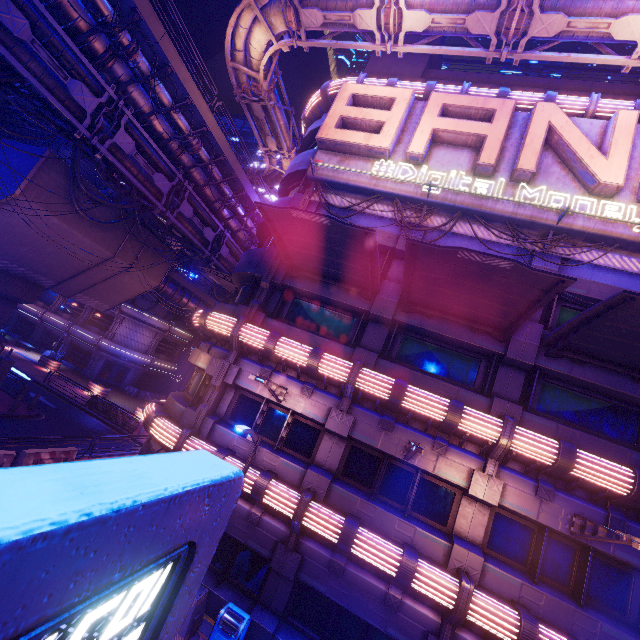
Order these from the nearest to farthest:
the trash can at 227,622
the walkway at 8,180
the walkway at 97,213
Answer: the trash can at 227,622
the walkway at 8,180
the walkway at 97,213

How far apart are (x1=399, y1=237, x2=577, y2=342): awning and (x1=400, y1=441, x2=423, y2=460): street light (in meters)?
4.52

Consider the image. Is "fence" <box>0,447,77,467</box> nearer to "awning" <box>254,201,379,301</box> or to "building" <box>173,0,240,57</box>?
"awning" <box>254,201,379,301</box>

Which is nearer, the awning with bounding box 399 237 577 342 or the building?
the awning with bounding box 399 237 577 342

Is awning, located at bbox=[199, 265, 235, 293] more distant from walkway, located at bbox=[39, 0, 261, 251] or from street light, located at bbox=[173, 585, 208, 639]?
street light, located at bbox=[173, 585, 208, 639]

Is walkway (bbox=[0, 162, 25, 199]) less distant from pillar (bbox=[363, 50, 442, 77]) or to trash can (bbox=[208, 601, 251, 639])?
pillar (bbox=[363, 50, 442, 77])

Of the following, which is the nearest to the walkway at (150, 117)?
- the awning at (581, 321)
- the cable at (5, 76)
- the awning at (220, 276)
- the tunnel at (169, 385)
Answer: the cable at (5, 76)

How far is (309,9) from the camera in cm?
1479
